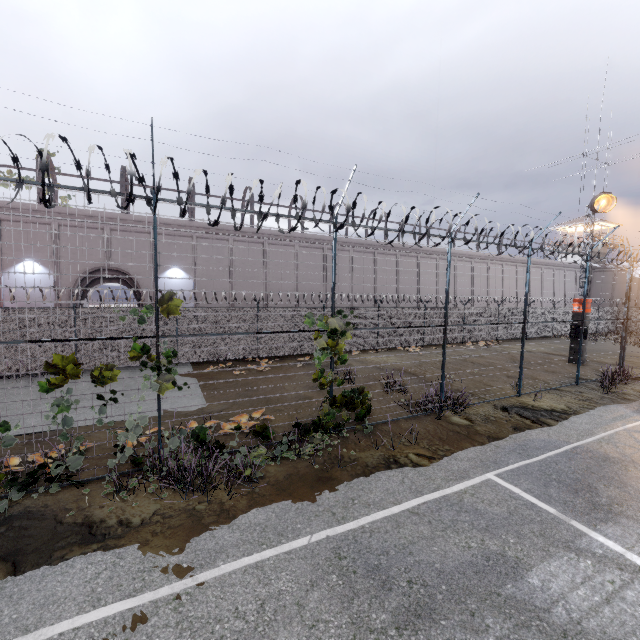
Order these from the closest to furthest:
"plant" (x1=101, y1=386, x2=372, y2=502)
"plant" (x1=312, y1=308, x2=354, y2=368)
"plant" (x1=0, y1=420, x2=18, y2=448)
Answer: "plant" (x1=0, y1=420, x2=18, y2=448) → "plant" (x1=101, y1=386, x2=372, y2=502) → "plant" (x1=312, y1=308, x2=354, y2=368)

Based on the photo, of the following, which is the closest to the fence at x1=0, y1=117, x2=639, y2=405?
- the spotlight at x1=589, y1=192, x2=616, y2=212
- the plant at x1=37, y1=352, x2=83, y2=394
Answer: the plant at x1=37, y1=352, x2=83, y2=394

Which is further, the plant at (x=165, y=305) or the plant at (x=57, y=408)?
the plant at (x=165, y=305)

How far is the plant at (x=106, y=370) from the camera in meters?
5.9 m

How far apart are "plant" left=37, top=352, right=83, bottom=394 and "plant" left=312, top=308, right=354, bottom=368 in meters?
4.4

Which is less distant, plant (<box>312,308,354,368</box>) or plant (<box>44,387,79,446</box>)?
plant (<box>44,387,79,446</box>)

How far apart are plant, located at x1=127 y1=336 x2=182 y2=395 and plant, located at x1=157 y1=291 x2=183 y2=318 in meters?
0.3

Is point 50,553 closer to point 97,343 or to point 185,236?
point 97,343
